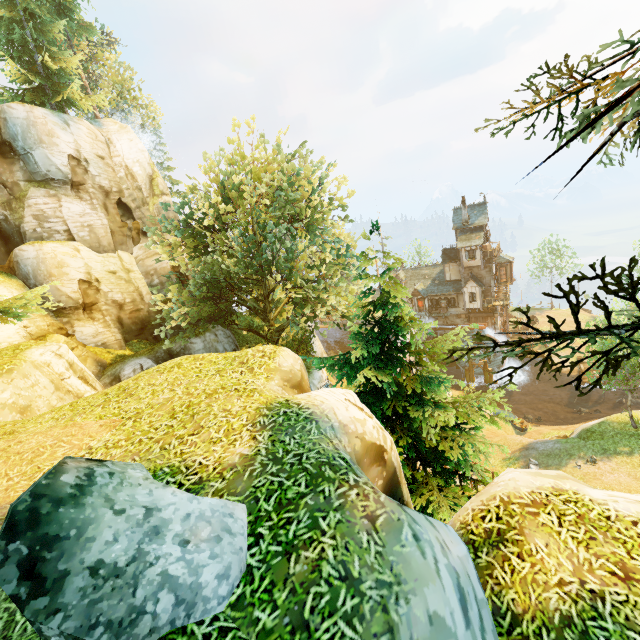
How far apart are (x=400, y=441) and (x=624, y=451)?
19.99m

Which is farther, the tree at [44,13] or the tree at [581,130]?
the tree at [44,13]

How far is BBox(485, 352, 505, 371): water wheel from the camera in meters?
41.4

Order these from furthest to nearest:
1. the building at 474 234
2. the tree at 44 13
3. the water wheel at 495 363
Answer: the water wheel at 495 363
the building at 474 234
the tree at 44 13

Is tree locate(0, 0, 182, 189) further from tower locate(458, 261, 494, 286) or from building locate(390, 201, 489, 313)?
tower locate(458, 261, 494, 286)

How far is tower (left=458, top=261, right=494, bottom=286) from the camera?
41.47m

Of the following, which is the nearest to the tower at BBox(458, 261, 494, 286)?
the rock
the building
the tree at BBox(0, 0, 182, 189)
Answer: the building

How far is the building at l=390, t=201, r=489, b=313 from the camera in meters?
40.4
